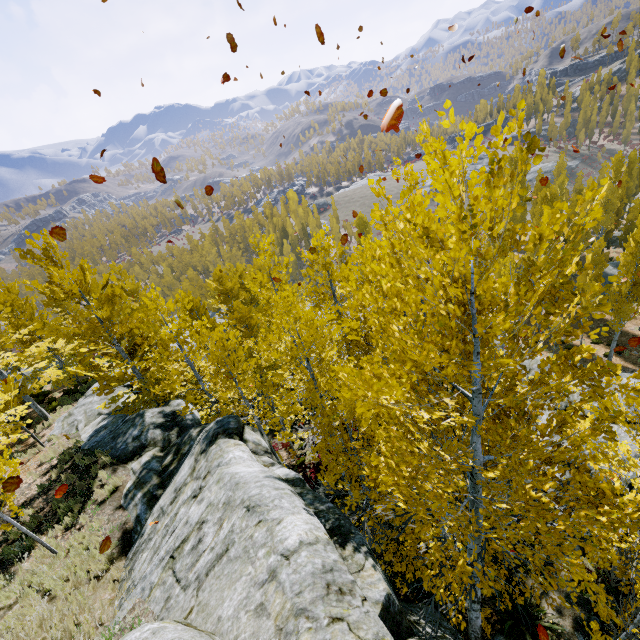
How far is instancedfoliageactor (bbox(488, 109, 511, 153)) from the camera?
1.7 meters

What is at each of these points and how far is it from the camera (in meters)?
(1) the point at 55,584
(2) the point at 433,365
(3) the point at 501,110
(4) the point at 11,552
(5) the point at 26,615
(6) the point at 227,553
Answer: (1) instancedfoliageactor, 7.36
(2) instancedfoliageactor, 2.07
(3) instancedfoliageactor, 1.71
(4) instancedfoliageactor, 8.48
(5) instancedfoliageactor, 6.73
(6) rock, 4.80

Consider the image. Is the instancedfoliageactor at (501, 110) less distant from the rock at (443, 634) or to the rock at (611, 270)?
the rock at (443, 634)

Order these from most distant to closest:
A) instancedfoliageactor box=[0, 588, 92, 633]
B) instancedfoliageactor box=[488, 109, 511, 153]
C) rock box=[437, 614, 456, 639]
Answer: instancedfoliageactor box=[0, 588, 92, 633], rock box=[437, 614, 456, 639], instancedfoliageactor box=[488, 109, 511, 153]

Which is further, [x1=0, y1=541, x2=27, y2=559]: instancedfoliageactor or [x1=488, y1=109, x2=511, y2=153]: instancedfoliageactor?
[x1=0, y1=541, x2=27, y2=559]: instancedfoliageactor

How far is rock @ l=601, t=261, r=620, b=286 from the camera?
34.6m

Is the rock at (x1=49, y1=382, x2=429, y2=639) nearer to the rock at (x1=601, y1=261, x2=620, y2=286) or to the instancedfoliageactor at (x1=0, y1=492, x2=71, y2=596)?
the instancedfoliageactor at (x1=0, y1=492, x2=71, y2=596)

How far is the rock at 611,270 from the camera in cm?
3462
